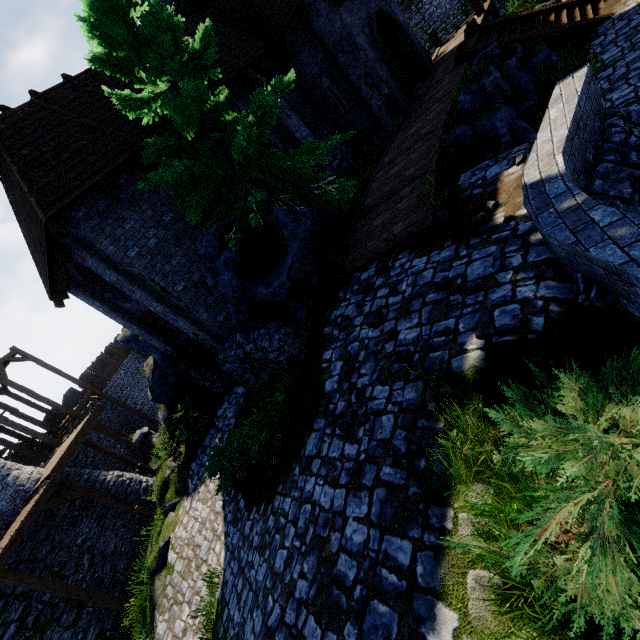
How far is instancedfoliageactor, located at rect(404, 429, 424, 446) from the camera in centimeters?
365cm

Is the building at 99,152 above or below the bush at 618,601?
above

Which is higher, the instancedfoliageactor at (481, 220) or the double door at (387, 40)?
the double door at (387, 40)

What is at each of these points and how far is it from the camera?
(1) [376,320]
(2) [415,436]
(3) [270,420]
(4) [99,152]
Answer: (1) instancedfoliageactor, 5.8m
(2) instancedfoliageactor, 3.7m
(3) bush, 6.9m
(4) building, 8.7m

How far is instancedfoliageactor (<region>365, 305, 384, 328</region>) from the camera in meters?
5.7

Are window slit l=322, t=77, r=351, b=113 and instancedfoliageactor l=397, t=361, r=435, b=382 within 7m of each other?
no

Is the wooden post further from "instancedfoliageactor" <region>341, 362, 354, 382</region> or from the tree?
"instancedfoliageactor" <region>341, 362, 354, 382</region>

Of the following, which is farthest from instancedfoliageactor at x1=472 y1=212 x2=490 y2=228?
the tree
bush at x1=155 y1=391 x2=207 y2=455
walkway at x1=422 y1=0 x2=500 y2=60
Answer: walkway at x1=422 y1=0 x2=500 y2=60
